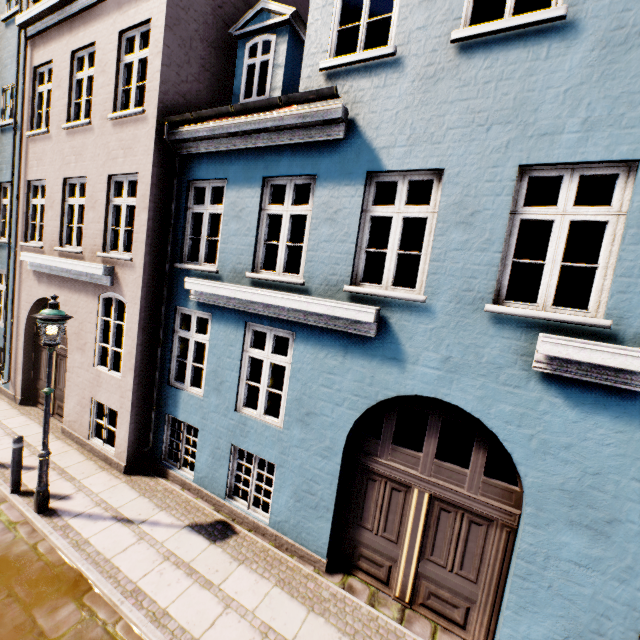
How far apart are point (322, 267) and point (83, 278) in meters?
6.1

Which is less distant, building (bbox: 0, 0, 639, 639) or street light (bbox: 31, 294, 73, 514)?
building (bbox: 0, 0, 639, 639)

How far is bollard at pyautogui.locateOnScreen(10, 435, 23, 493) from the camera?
5.96m

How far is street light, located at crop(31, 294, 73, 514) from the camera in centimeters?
529cm

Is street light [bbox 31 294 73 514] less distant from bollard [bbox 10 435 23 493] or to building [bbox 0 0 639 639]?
bollard [bbox 10 435 23 493]

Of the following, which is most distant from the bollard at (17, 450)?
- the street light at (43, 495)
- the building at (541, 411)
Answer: the building at (541, 411)

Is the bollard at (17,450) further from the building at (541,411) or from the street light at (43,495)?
the building at (541,411)

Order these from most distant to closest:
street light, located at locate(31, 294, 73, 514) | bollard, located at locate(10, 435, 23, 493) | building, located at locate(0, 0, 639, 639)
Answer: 1. bollard, located at locate(10, 435, 23, 493)
2. street light, located at locate(31, 294, 73, 514)
3. building, located at locate(0, 0, 639, 639)
